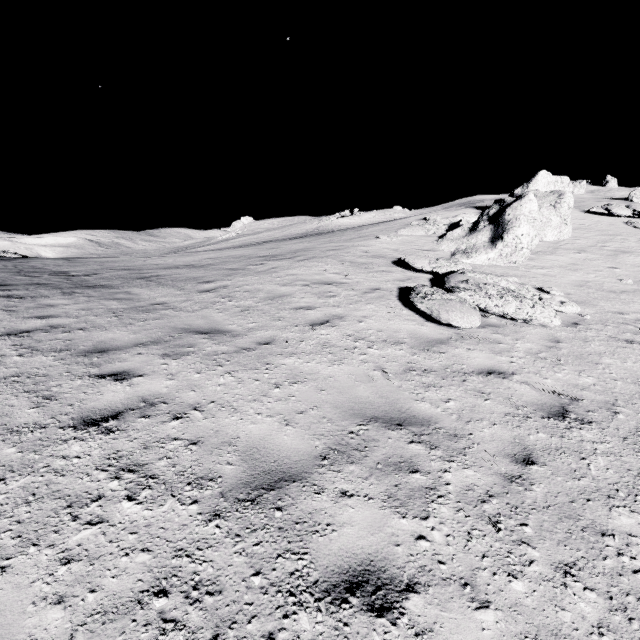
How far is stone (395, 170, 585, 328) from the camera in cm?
704

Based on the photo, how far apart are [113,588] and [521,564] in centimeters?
297cm

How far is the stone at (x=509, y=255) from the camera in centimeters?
704cm
